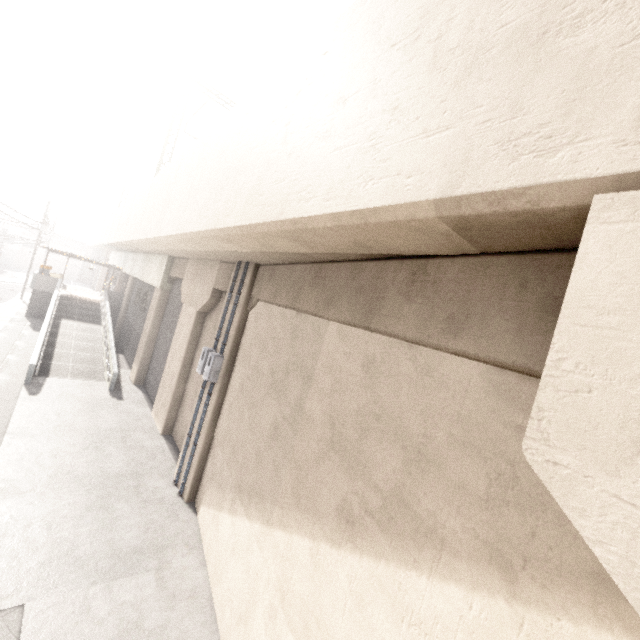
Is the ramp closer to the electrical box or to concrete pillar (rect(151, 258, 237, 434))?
concrete pillar (rect(151, 258, 237, 434))

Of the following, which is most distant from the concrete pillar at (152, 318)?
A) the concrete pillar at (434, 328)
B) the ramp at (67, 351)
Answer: the ramp at (67, 351)

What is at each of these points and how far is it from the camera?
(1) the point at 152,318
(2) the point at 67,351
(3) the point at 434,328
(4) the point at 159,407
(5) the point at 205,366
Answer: (1) concrete pillar, 16.8m
(2) ramp, 17.6m
(3) concrete pillar, 3.2m
(4) concrete pillar, 13.2m
(5) electrical box, 9.2m

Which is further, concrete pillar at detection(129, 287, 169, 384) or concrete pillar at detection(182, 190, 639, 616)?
concrete pillar at detection(129, 287, 169, 384)

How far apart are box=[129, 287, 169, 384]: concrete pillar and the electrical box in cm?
940

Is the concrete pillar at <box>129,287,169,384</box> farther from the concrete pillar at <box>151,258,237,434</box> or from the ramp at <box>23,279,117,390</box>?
the ramp at <box>23,279,117,390</box>

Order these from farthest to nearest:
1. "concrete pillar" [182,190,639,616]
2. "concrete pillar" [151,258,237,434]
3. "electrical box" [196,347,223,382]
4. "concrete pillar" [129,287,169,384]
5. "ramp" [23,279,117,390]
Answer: "concrete pillar" [129,287,169,384], "ramp" [23,279,117,390], "concrete pillar" [151,258,237,434], "electrical box" [196,347,223,382], "concrete pillar" [182,190,639,616]

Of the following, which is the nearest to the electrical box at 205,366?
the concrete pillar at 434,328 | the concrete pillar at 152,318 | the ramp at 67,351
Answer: the concrete pillar at 434,328
